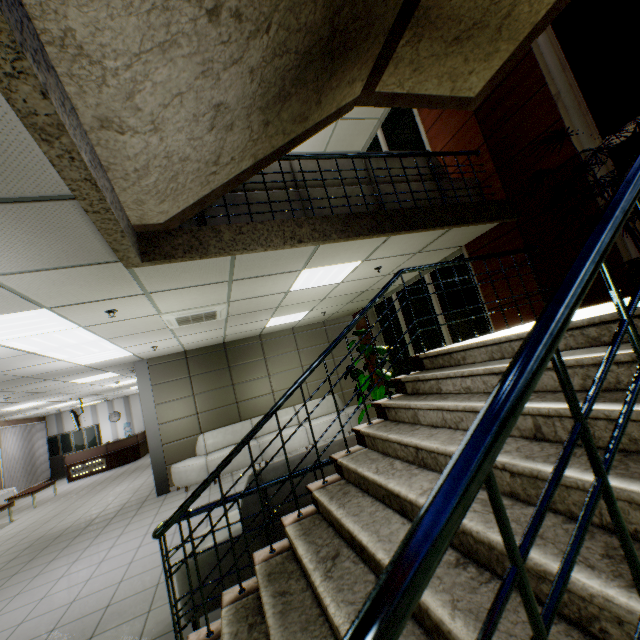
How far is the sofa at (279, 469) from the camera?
3.1 meters

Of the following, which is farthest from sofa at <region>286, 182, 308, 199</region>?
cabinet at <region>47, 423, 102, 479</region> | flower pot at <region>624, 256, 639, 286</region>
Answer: cabinet at <region>47, 423, 102, 479</region>

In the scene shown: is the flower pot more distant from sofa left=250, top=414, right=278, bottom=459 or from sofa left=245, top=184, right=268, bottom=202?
sofa left=250, top=414, right=278, bottom=459

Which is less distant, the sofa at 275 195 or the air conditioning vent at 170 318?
the sofa at 275 195

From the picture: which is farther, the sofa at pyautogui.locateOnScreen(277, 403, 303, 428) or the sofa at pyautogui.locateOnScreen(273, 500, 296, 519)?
the sofa at pyautogui.locateOnScreen(277, 403, 303, 428)

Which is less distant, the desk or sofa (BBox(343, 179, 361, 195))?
sofa (BBox(343, 179, 361, 195))

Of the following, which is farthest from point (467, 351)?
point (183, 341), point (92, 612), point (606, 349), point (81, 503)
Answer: point (81, 503)
